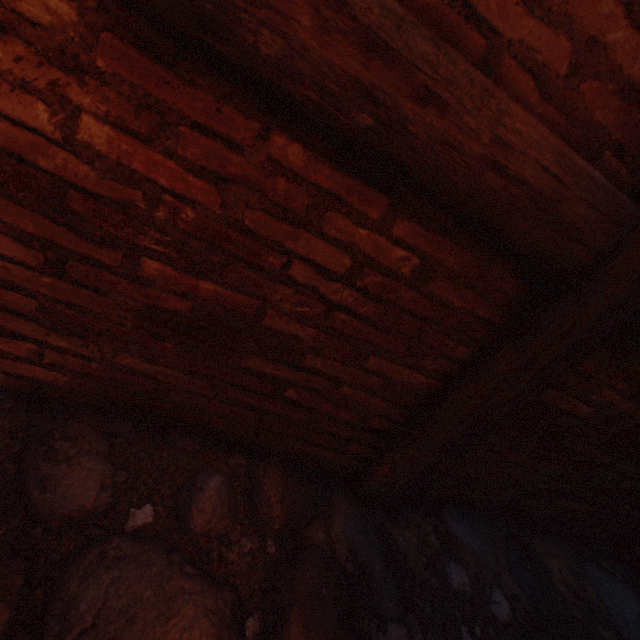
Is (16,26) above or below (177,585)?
above
